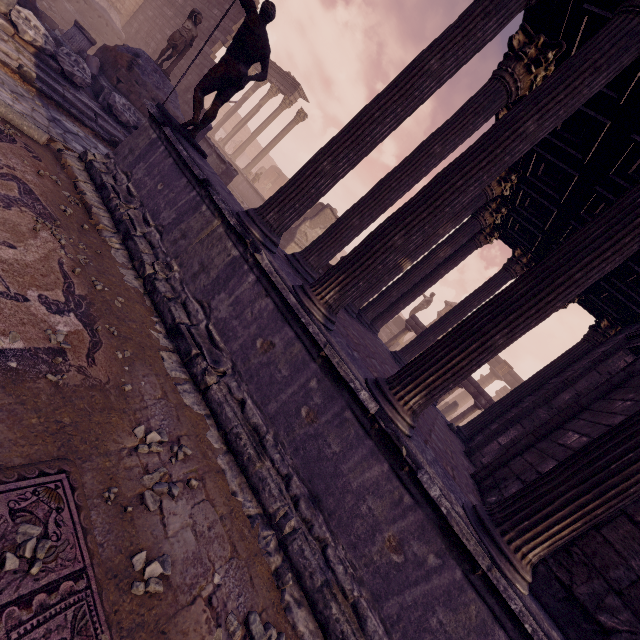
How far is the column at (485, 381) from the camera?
27.3 meters

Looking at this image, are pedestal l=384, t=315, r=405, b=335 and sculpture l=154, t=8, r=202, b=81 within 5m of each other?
no

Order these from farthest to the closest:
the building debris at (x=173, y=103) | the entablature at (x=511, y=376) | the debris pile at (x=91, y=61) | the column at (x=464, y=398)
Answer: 1. the column at (x=464, y=398)
2. the entablature at (x=511, y=376)
3. the building debris at (x=173, y=103)
4. the debris pile at (x=91, y=61)

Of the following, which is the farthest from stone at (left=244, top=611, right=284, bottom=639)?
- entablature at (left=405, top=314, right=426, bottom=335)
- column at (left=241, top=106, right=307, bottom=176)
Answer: column at (left=241, top=106, right=307, bottom=176)

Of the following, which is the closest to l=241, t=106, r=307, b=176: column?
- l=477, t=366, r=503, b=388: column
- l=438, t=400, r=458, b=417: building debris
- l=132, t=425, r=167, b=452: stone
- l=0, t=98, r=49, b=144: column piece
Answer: l=438, t=400, r=458, b=417: building debris

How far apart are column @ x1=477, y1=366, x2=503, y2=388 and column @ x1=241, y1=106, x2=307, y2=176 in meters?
24.2

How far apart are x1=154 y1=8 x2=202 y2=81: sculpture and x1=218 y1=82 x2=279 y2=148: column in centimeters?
1214cm

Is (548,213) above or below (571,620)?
above
